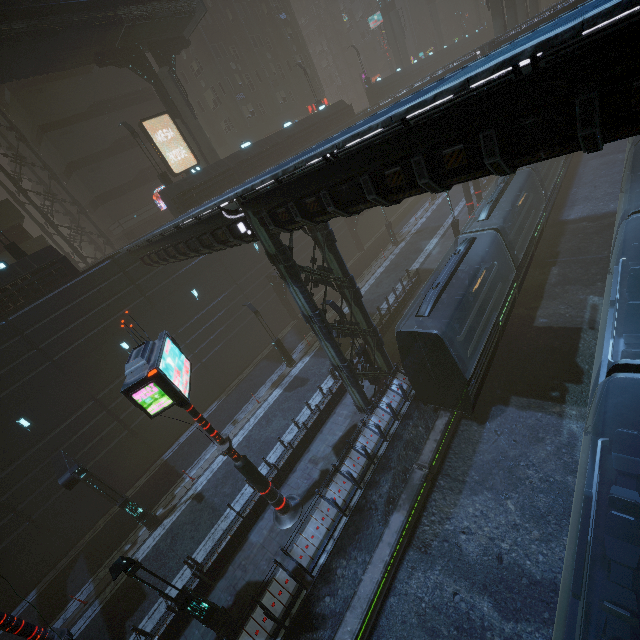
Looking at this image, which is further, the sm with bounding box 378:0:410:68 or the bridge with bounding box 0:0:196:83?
the sm with bounding box 378:0:410:68

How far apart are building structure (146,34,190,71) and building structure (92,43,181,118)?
0.7 meters

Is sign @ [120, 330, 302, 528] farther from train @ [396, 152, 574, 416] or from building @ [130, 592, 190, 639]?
train @ [396, 152, 574, 416]

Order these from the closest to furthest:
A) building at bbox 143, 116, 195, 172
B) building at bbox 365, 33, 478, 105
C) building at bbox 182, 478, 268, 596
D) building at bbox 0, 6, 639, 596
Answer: building at bbox 0, 6, 639, 596 → building at bbox 182, 478, 268, 596 → building at bbox 143, 116, 195, 172 → building at bbox 365, 33, 478, 105

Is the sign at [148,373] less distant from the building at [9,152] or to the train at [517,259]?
the building at [9,152]

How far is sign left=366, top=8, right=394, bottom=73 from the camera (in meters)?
55.22

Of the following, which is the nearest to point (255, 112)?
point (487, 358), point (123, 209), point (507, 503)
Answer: point (123, 209)

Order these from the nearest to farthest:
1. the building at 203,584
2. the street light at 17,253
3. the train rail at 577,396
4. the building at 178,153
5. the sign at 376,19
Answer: the train rail at 577,396 → the building at 203,584 → the street light at 17,253 → the building at 178,153 → the sign at 376,19
